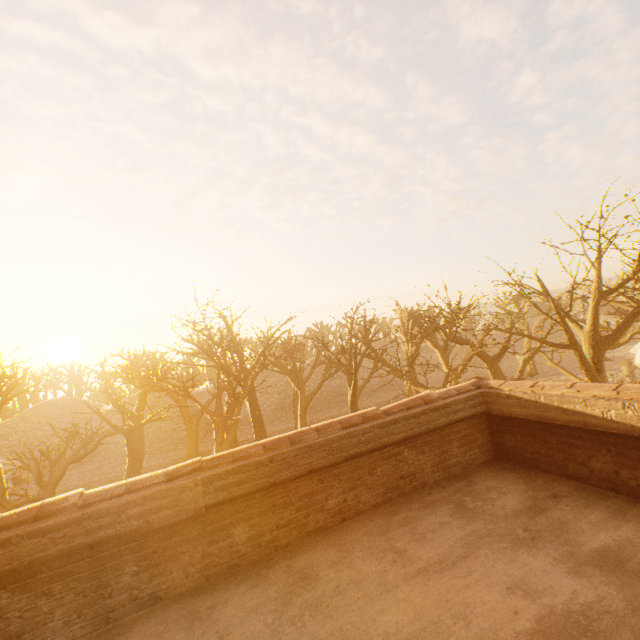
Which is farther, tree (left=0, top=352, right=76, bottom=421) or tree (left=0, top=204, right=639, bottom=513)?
tree (left=0, top=352, right=76, bottom=421)

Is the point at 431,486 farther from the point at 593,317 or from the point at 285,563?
the point at 593,317

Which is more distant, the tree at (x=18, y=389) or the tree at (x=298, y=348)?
the tree at (x=18, y=389)
